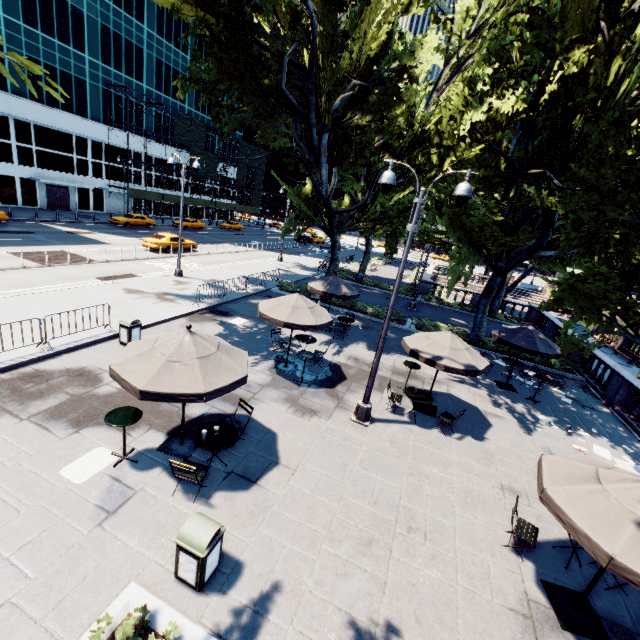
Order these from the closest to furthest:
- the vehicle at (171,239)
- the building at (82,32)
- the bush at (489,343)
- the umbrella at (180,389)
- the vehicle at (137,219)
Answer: the umbrella at (180,389) < the bush at (489,343) < the vehicle at (171,239) < the building at (82,32) < the vehicle at (137,219)

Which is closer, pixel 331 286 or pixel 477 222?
pixel 477 222

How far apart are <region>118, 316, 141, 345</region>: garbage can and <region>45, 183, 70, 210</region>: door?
38.7m

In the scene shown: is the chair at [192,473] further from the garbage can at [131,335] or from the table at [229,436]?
the garbage can at [131,335]

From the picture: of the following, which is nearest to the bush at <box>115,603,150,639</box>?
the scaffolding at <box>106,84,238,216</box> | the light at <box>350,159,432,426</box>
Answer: the light at <box>350,159,432,426</box>

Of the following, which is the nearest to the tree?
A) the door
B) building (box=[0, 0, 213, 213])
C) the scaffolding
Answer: the scaffolding

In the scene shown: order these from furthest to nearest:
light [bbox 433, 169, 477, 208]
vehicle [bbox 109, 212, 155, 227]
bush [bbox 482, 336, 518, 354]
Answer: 1. vehicle [bbox 109, 212, 155, 227]
2. bush [bbox 482, 336, 518, 354]
3. light [bbox 433, 169, 477, 208]

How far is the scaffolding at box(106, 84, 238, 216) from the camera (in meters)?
42.41
